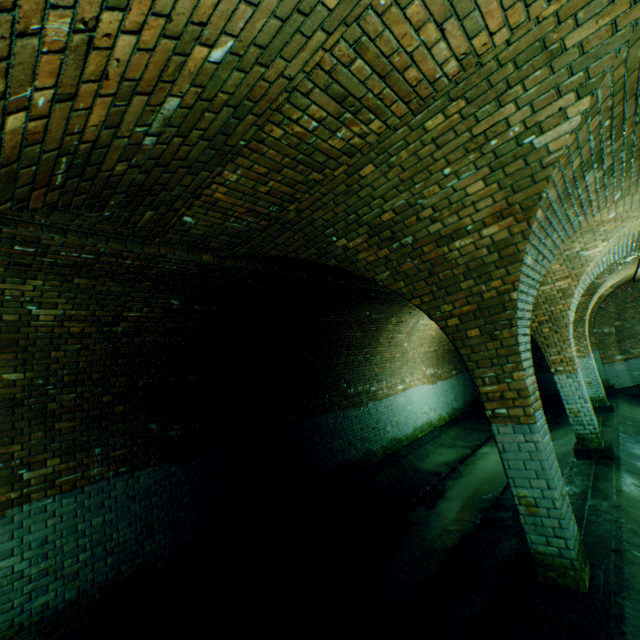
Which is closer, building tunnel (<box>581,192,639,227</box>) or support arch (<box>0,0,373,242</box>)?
support arch (<box>0,0,373,242</box>)

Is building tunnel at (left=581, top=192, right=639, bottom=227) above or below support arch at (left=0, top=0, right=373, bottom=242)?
above

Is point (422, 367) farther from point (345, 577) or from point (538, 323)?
point (345, 577)

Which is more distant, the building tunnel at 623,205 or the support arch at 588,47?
the building tunnel at 623,205

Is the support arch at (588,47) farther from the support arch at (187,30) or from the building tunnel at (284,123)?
the support arch at (187,30)

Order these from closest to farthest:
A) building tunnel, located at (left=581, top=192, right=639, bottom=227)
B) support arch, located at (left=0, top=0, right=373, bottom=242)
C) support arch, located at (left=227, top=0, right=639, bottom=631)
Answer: support arch, located at (left=0, top=0, right=373, bottom=242)
support arch, located at (left=227, top=0, right=639, bottom=631)
building tunnel, located at (left=581, top=192, right=639, bottom=227)

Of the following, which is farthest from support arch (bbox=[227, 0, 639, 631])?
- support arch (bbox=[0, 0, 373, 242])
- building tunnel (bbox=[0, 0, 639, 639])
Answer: support arch (bbox=[0, 0, 373, 242])

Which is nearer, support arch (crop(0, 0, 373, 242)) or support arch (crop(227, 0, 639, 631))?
support arch (crop(0, 0, 373, 242))
